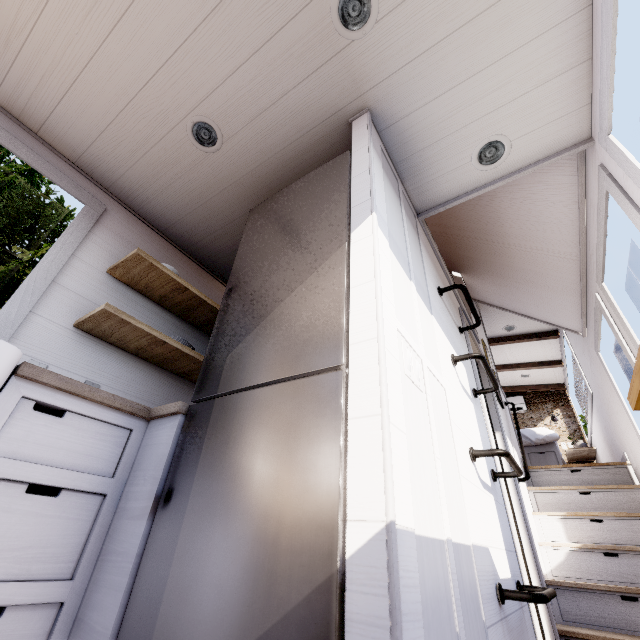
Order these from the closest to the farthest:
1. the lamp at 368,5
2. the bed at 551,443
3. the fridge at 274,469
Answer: the fridge at 274,469 < the lamp at 368,5 < the bed at 551,443

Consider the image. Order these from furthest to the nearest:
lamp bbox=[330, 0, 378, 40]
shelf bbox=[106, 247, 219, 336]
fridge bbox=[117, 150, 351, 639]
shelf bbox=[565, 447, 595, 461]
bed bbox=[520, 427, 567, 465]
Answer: shelf bbox=[565, 447, 595, 461] → bed bbox=[520, 427, 567, 465] → shelf bbox=[106, 247, 219, 336] → lamp bbox=[330, 0, 378, 40] → fridge bbox=[117, 150, 351, 639]

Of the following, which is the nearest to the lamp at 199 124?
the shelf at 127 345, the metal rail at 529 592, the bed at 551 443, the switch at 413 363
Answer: the shelf at 127 345

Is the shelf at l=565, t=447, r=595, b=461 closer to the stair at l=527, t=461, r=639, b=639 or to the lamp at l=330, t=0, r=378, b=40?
the stair at l=527, t=461, r=639, b=639

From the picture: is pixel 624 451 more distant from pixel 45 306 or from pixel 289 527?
pixel 45 306

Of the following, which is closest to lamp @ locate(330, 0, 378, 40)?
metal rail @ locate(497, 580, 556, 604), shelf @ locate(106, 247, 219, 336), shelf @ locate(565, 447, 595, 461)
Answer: shelf @ locate(106, 247, 219, 336)

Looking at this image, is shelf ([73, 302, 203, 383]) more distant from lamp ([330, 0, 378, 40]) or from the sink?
lamp ([330, 0, 378, 40])

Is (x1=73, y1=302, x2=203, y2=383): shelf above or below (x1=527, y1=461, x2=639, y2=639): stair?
above
